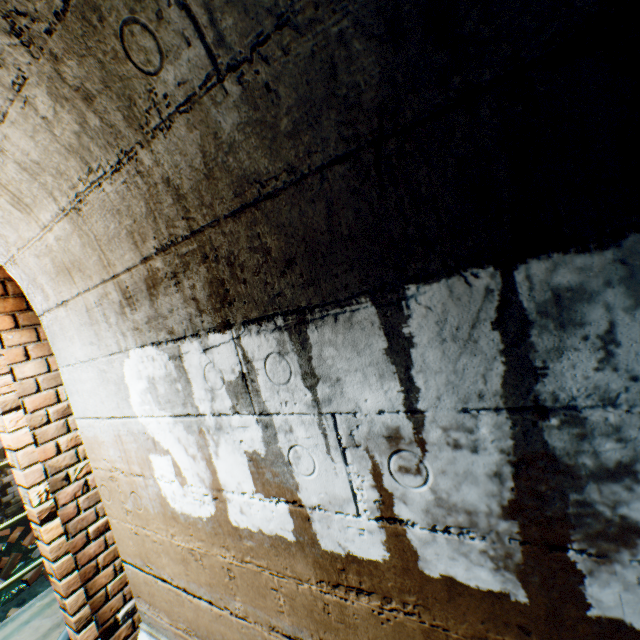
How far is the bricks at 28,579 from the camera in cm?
431

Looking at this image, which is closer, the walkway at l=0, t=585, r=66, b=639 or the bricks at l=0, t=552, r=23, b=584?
the walkway at l=0, t=585, r=66, b=639

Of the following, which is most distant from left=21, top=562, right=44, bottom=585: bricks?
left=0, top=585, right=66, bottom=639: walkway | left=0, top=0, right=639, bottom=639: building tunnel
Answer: left=0, top=585, right=66, bottom=639: walkway

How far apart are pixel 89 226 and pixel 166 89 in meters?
0.8 m

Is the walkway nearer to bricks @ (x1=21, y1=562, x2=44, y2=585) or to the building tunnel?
the building tunnel

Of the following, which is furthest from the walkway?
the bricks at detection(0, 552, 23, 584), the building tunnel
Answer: the bricks at detection(0, 552, 23, 584)

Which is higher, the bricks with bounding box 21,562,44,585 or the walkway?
the walkway

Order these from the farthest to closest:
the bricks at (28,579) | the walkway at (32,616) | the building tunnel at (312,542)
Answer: the bricks at (28,579) → the walkway at (32,616) → the building tunnel at (312,542)
